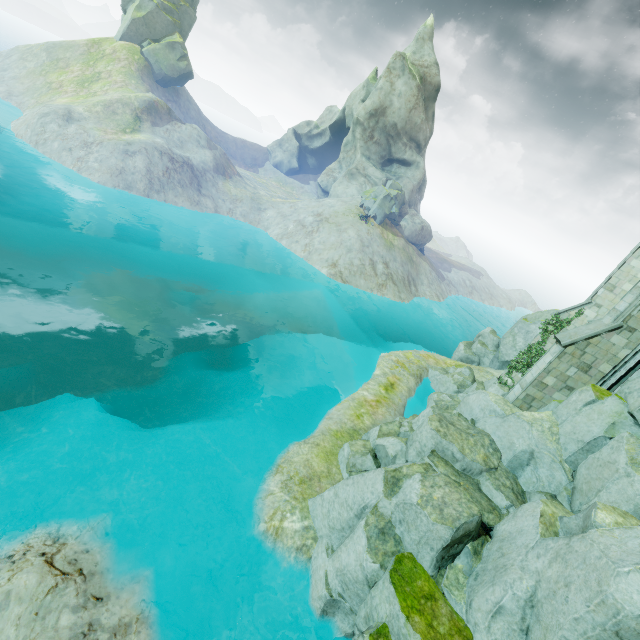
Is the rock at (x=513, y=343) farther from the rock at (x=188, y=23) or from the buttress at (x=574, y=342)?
the rock at (x=188, y=23)

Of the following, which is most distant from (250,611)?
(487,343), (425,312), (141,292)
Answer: (425,312)

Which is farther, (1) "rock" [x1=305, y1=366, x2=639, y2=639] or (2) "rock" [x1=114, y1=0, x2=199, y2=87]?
(2) "rock" [x1=114, y1=0, x2=199, y2=87]

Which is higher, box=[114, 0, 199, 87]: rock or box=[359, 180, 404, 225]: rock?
box=[114, 0, 199, 87]: rock

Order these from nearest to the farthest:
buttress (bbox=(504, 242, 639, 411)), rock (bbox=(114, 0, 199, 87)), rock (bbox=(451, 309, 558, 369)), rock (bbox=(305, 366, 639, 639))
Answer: rock (bbox=(305, 366, 639, 639)), buttress (bbox=(504, 242, 639, 411)), rock (bbox=(451, 309, 558, 369)), rock (bbox=(114, 0, 199, 87))

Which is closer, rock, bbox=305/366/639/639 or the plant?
rock, bbox=305/366/639/639

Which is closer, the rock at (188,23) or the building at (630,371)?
the building at (630,371)

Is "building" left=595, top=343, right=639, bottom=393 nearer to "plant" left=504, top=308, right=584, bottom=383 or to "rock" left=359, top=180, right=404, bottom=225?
"plant" left=504, top=308, right=584, bottom=383
